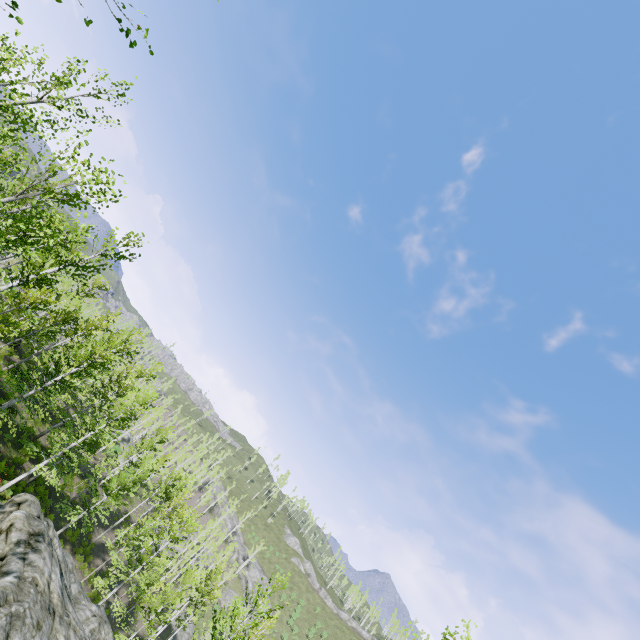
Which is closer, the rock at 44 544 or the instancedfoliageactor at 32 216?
the rock at 44 544

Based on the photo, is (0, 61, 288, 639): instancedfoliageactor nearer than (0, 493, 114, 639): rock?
No

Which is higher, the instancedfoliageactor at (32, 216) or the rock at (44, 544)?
the instancedfoliageactor at (32, 216)

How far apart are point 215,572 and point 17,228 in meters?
33.2 m

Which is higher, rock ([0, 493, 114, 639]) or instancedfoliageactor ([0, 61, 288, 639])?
instancedfoliageactor ([0, 61, 288, 639])
